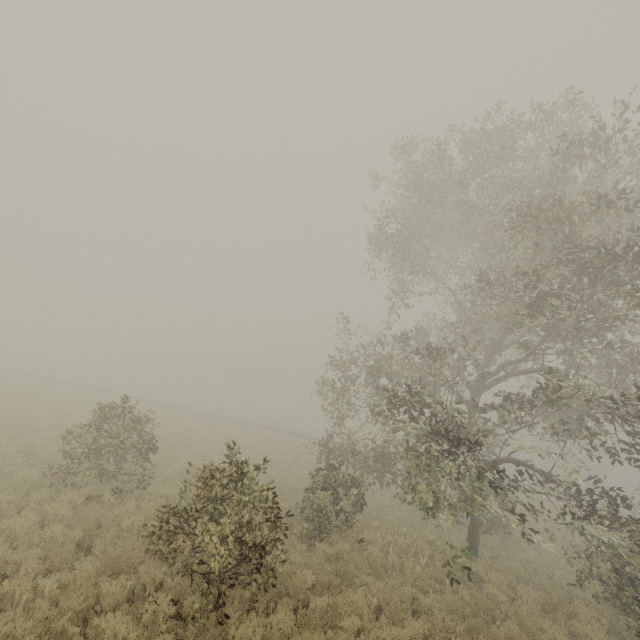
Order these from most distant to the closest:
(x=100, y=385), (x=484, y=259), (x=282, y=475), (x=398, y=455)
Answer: (x=100, y=385) < (x=282, y=475) < (x=398, y=455) < (x=484, y=259)
